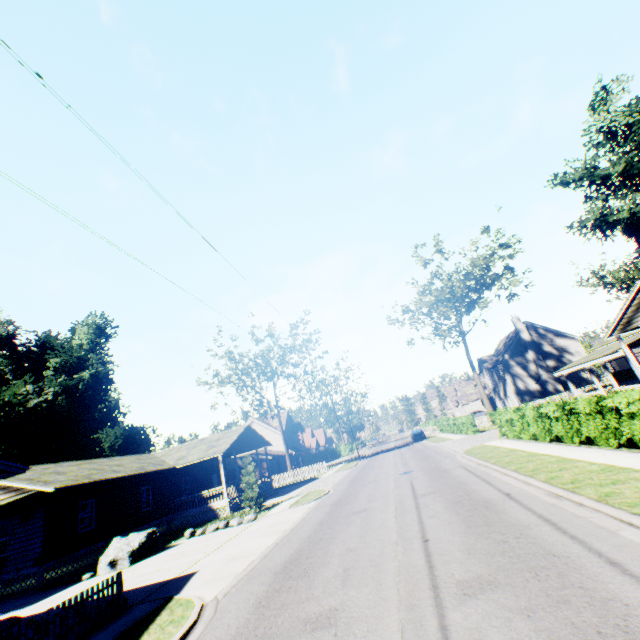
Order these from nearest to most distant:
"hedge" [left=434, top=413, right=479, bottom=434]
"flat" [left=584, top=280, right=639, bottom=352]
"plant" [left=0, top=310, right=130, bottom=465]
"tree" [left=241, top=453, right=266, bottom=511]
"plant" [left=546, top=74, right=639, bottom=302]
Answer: "flat" [left=584, top=280, right=639, bottom=352] < "tree" [left=241, top=453, right=266, bottom=511] < "hedge" [left=434, top=413, right=479, bottom=434] < "plant" [left=0, top=310, right=130, bottom=465] < "plant" [left=546, top=74, right=639, bottom=302]

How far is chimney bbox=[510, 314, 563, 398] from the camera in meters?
41.2 m

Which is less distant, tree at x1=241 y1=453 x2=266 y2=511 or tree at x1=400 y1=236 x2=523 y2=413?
tree at x1=241 y1=453 x2=266 y2=511

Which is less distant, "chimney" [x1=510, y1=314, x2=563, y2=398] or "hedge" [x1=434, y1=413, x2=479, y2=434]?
"hedge" [x1=434, y1=413, x2=479, y2=434]

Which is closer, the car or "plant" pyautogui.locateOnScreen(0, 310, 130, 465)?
the car

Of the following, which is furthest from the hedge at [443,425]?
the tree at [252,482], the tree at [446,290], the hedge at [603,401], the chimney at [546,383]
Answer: the tree at [252,482]

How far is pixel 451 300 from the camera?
47.00m

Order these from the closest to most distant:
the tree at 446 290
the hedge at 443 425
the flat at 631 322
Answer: the flat at 631 322, the hedge at 443 425, the tree at 446 290
